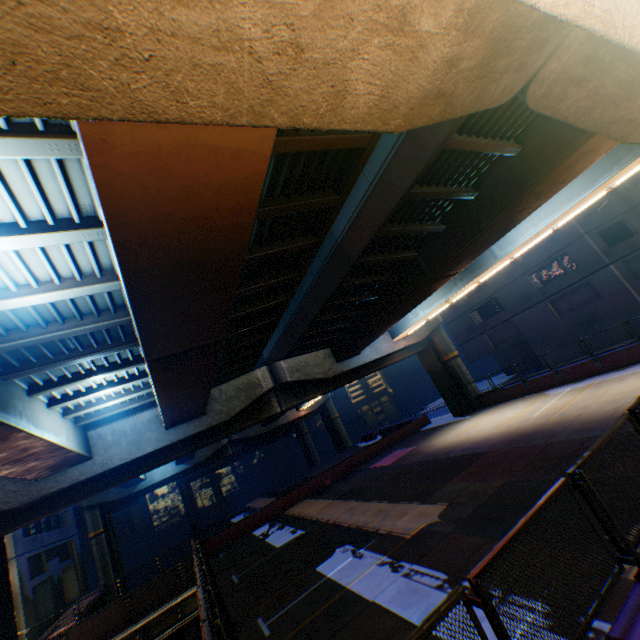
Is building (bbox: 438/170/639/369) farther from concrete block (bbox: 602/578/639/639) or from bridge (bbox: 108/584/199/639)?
bridge (bbox: 108/584/199/639)

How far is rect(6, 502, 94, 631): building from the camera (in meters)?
22.73

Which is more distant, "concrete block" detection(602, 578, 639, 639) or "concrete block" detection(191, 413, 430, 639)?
"concrete block" detection(191, 413, 430, 639)

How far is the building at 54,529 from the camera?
22.7 meters

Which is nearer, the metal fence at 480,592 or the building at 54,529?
the metal fence at 480,592

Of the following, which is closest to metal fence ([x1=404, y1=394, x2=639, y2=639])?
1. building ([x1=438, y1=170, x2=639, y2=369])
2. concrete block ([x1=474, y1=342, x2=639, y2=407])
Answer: concrete block ([x1=474, y1=342, x2=639, y2=407])

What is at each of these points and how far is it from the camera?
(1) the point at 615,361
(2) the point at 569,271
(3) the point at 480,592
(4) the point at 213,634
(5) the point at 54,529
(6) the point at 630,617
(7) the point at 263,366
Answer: (1) concrete block, 17.7m
(2) building, 27.4m
(3) metal fence, 3.1m
(4) metal fence, 7.3m
(5) building, 30.8m
(6) concrete block, 3.5m
(7) overpass support, 25.4m

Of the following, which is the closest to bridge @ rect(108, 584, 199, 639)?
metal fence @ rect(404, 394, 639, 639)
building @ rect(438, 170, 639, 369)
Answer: metal fence @ rect(404, 394, 639, 639)
